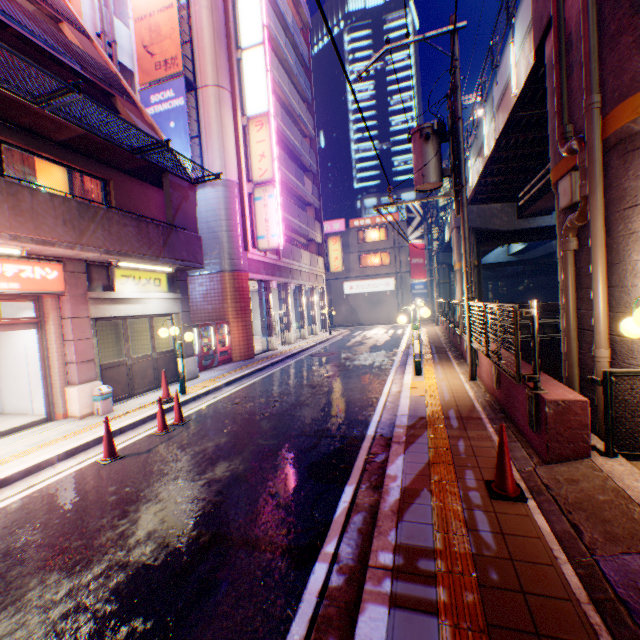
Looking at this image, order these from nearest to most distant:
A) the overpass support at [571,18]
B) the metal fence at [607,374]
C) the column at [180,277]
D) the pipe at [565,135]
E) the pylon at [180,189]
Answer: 1. the metal fence at [607,374]
2. the pipe at [565,135]
3. the overpass support at [571,18]
4. the pylon at [180,189]
5. the column at [180,277]

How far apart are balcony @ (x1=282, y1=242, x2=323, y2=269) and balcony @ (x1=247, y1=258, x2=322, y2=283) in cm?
47

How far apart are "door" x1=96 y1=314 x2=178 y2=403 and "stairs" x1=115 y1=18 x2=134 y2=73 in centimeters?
1372cm

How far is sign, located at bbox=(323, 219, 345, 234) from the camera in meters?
39.3

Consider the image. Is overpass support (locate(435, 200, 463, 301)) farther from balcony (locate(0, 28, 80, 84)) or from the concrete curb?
balcony (locate(0, 28, 80, 84))

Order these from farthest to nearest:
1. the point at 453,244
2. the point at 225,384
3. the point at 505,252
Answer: the point at 505,252
the point at 453,244
the point at 225,384

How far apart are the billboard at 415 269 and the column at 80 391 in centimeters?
3394cm

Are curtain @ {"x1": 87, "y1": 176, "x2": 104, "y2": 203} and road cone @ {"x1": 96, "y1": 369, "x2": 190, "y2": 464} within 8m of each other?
yes
